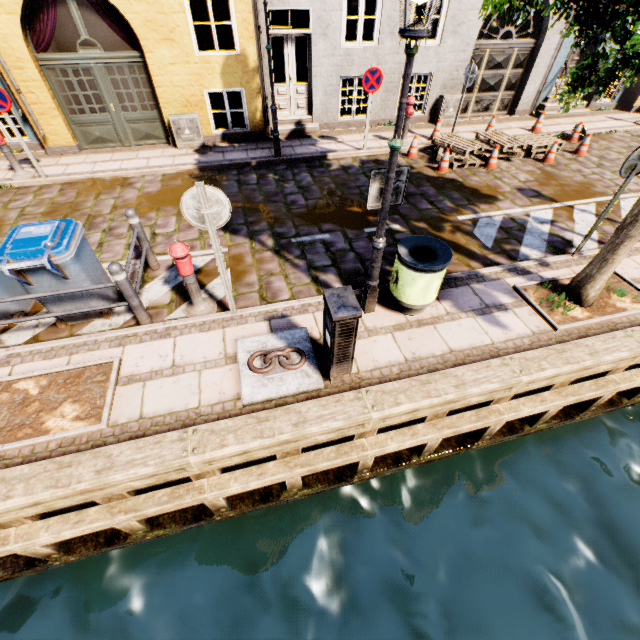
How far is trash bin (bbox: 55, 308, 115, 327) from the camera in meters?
4.6

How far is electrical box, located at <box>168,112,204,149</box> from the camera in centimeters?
877cm

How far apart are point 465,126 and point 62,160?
12.41m

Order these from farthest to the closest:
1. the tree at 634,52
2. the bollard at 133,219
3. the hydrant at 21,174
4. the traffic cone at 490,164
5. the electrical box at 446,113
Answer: the electrical box at 446,113 < the traffic cone at 490,164 < the hydrant at 21,174 < the bollard at 133,219 < the tree at 634,52

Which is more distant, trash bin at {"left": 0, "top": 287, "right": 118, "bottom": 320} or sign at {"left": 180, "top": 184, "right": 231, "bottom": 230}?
trash bin at {"left": 0, "top": 287, "right": 118, "bottom": 320}

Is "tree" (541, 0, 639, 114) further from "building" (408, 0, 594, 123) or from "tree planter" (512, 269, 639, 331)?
"building" (408, 0, 594, 123)

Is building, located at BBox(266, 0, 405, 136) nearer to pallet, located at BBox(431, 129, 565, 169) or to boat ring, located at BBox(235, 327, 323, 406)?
pallet, located at BBox(431, 129, 565, 169)

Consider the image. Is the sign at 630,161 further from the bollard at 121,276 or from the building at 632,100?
the building at 632,100
